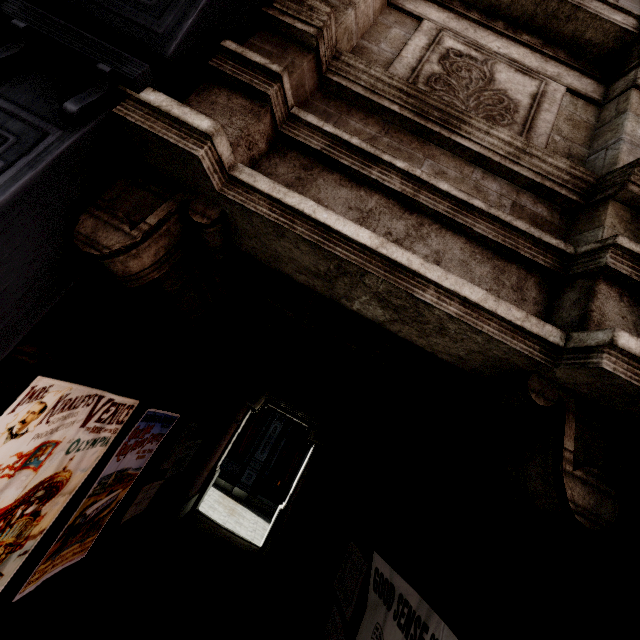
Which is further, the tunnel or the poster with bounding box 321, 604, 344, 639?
the poster with bounding box 321, 604, 344, 639

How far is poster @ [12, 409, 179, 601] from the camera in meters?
2.7 m

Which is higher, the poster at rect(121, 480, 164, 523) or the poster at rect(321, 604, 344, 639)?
the poster at rect(321, 604, 344, 639)

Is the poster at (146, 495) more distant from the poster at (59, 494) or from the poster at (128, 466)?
the poster at (59, 494)

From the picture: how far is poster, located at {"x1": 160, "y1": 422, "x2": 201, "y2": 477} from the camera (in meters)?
4.55

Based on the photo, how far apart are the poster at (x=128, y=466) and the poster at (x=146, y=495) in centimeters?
59cm

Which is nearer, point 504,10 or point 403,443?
point 504,10

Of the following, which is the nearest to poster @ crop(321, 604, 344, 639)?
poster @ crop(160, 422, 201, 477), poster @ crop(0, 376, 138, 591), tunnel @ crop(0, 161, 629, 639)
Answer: tunnel @ crop(0, 161, 629, 639)
